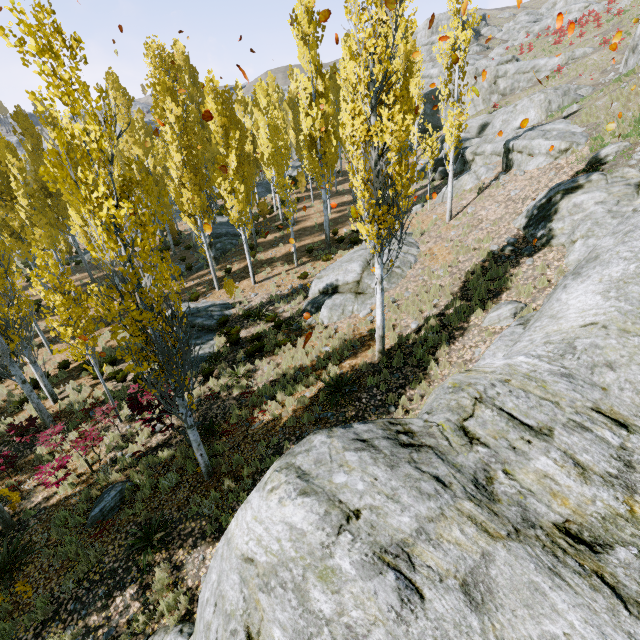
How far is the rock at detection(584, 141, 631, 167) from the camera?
11.5m

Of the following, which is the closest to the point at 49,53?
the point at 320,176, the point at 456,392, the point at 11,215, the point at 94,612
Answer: the point at 456,392

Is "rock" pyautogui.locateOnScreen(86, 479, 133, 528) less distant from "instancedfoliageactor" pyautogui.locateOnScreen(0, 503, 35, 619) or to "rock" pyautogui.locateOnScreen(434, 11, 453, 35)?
"instancedfoliageactor" pyautogui.locateOnScreen(0, 503, 35, 619)

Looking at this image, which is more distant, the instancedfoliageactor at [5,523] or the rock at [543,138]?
the rock at [543,138]

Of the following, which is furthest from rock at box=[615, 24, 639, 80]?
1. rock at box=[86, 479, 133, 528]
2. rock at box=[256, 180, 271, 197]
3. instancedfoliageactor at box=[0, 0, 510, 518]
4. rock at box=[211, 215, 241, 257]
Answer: rock at box=[211, 215, 241, 257]

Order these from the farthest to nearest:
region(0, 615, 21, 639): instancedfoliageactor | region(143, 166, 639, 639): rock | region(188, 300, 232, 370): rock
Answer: region(188, 300, 232, 370): rock
region(0, 615, 21, 639): instancedfoliageactor
region(143, 166, 639, 639): rock

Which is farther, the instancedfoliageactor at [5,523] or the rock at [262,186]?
the rock at [262,186]
